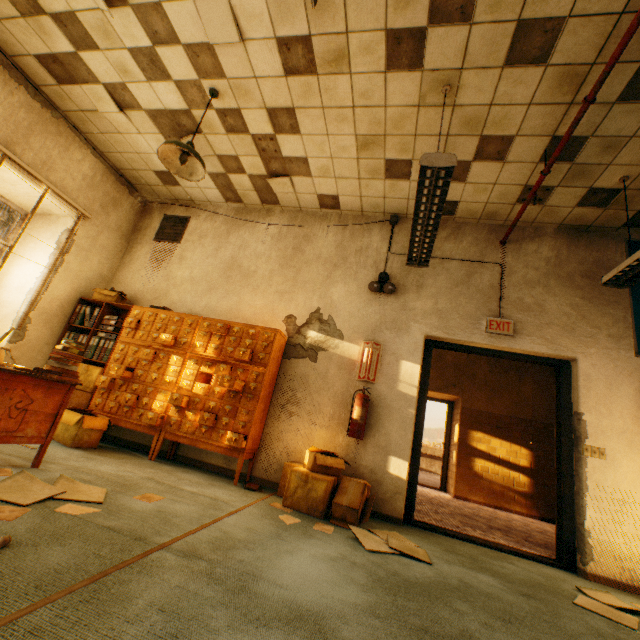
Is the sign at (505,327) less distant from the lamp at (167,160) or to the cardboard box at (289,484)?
the cardboard box at (289,484)

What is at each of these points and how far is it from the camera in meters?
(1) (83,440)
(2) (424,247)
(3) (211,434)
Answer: (1) cardboard box, 3.6
(2) lamp, 3.5
(3) card catalog, 3.8

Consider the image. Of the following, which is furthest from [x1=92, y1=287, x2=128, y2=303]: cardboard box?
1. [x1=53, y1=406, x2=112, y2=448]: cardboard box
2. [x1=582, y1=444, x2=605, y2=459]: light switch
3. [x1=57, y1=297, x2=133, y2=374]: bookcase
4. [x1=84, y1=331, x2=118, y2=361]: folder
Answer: → [x1=582, y1=444, x2=605, y2=459]: light switch

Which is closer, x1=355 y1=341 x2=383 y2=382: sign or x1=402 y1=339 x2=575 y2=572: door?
x1=402 y1=339 x2=575 y2=572: door

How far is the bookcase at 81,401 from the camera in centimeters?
422cm

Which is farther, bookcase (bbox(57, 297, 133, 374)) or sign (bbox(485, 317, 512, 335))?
bookcase (bbox(57, 297, 133, 374))

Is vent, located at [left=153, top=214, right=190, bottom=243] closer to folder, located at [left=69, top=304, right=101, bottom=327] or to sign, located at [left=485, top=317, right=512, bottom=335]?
folder, located at [left=69, top=304, right=101, bottom=327]

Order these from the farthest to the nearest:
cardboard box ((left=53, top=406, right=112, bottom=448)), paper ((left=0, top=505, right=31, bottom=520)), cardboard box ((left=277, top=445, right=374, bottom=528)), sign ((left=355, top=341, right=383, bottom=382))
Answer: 1. sign ((left=355, top=341, right=383, bottom=382))
2. cardboard box ((left=53, top=406, right=112, bottom=448))
3. cardboard box ((left=277, top=445, right=374, bottom=528))
4. paper ((left=0, top=505, right=31, bottom=520))
